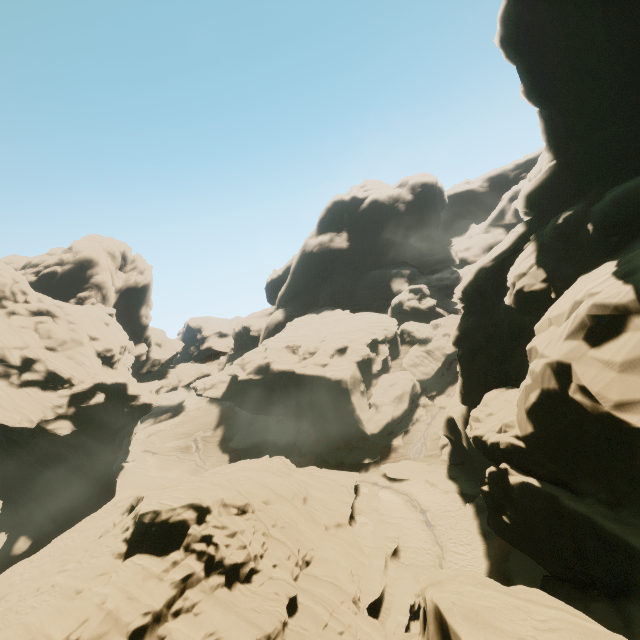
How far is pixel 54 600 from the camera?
13.5 meters
